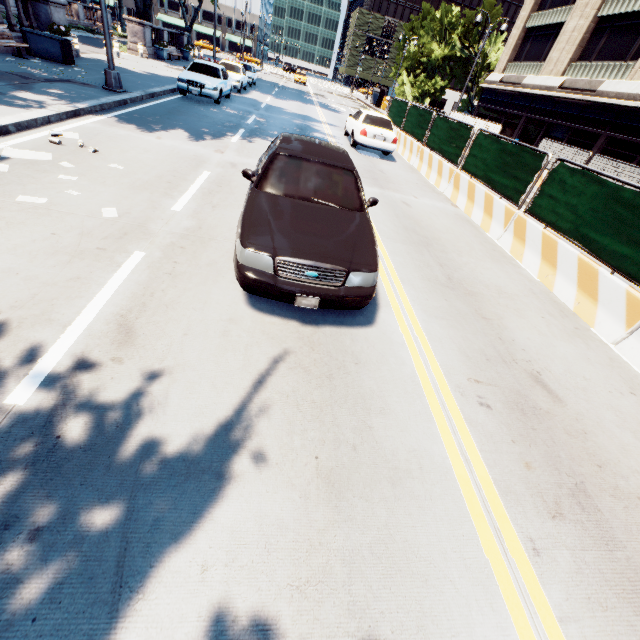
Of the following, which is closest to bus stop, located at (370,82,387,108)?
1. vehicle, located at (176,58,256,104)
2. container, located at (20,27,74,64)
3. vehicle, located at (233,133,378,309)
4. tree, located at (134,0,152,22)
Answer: tree, located at (134,0,152,22)

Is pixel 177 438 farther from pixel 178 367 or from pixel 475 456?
pixel 475 456

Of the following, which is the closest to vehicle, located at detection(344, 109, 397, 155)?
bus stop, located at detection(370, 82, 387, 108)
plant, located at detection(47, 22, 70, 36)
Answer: plant, located at detection(47, 22, 70, 36)

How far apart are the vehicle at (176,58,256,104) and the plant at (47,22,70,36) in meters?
4.7

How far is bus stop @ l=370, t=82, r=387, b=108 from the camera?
41.3 meters

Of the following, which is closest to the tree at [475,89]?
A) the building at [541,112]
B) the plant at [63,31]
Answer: the plant at [63,31]

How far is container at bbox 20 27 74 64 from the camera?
13.1m

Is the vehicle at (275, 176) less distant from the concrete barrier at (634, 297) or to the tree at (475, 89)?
the concrete barrier at (634, 297)
